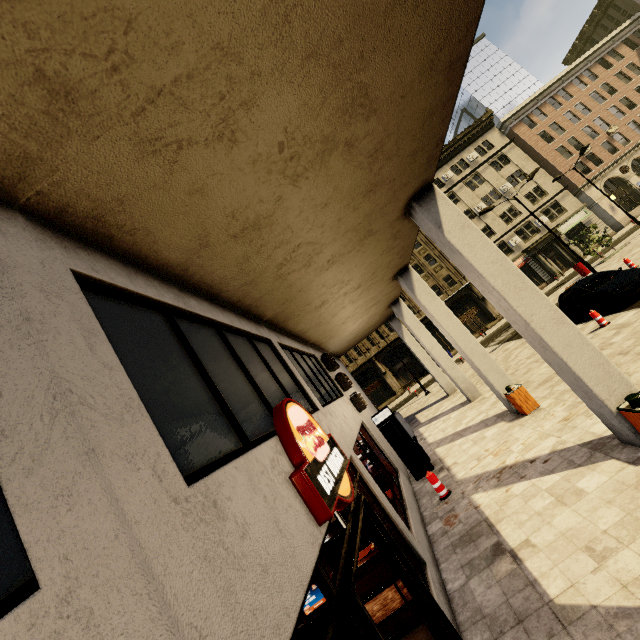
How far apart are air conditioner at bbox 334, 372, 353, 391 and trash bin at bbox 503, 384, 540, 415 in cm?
489

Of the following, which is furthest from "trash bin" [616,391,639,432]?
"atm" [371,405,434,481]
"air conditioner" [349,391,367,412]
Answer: "air conditioner" [349,391,367,412]

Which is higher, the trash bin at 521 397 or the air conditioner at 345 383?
the air conditioner at 345 383

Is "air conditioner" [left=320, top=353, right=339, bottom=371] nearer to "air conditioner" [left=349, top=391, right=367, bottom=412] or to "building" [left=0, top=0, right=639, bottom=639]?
"building" [left=0, top=0, right=639, bottom=639]

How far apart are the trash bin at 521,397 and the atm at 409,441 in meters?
3.1 m

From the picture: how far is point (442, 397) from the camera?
20.8m

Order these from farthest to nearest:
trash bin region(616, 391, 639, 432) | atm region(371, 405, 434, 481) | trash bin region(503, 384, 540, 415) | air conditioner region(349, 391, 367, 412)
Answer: air conditioner region(349, 391, 367, 412)
atm region(371, 405, 434, 481)
trash bin region(503, 384, 540, 415)
trash bin region(616, 391, 639, 432)

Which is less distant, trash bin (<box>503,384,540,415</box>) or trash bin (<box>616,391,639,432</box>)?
trash bin (<box>616,391,639,432</box>)
